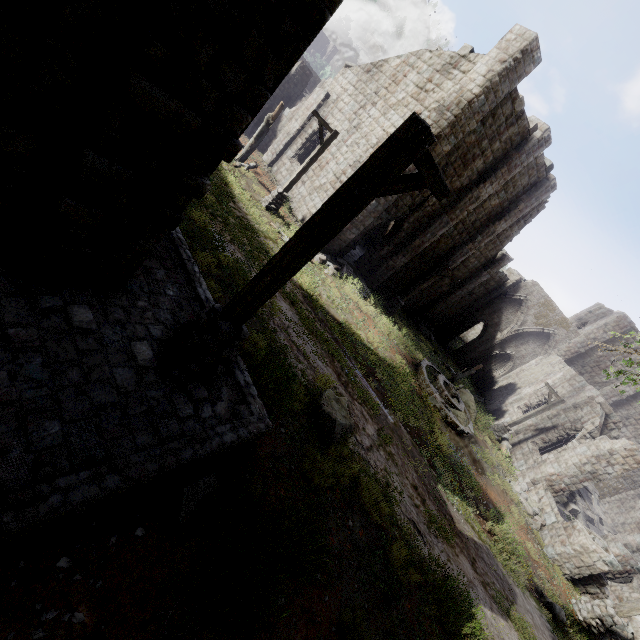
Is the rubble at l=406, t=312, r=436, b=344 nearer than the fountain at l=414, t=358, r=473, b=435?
No

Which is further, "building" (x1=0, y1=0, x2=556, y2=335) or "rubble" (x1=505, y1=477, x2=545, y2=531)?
"rubble" (x1=505, y1=477, x2=545, y2=531)

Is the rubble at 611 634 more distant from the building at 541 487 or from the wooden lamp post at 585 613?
the wooden lamp post at 585 613

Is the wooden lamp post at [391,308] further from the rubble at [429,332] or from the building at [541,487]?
the rubble at [429,332]

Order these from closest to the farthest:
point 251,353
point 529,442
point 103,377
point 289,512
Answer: point 103,377, point 289,512, point 251,353, point 529,442

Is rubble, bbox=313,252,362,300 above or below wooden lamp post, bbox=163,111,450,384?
below

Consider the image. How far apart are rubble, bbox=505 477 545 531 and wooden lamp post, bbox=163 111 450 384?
16.42m

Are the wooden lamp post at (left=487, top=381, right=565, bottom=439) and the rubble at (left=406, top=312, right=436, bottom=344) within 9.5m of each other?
yes
